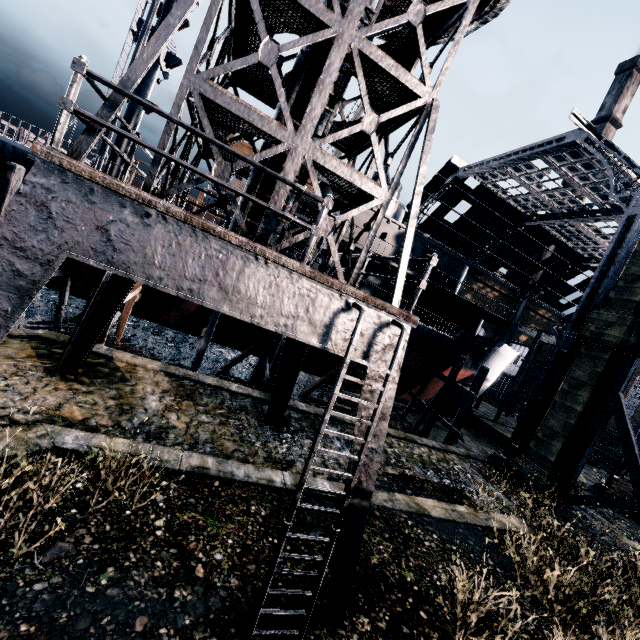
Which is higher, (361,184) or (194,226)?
(361,184)

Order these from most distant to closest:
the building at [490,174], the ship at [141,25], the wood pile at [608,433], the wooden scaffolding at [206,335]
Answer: the wood pile at [608,433], the wooden scaffolding at [206,335], the ship at [141,25], the building at [490,174]

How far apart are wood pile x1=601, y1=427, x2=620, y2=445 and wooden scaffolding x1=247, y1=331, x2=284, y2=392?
54.9m

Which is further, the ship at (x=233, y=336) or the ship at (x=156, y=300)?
the ship at (x=233, y=336)

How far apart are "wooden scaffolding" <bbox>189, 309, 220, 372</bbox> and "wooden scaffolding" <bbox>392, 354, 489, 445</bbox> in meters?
17.2 m

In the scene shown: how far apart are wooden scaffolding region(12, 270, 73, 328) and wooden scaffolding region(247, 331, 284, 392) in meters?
12.4 m

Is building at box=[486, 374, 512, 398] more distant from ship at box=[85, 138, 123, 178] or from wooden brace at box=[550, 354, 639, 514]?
ship at box=[85, 138, 123, 178]

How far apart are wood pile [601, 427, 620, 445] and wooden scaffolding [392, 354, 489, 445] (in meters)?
40.79
